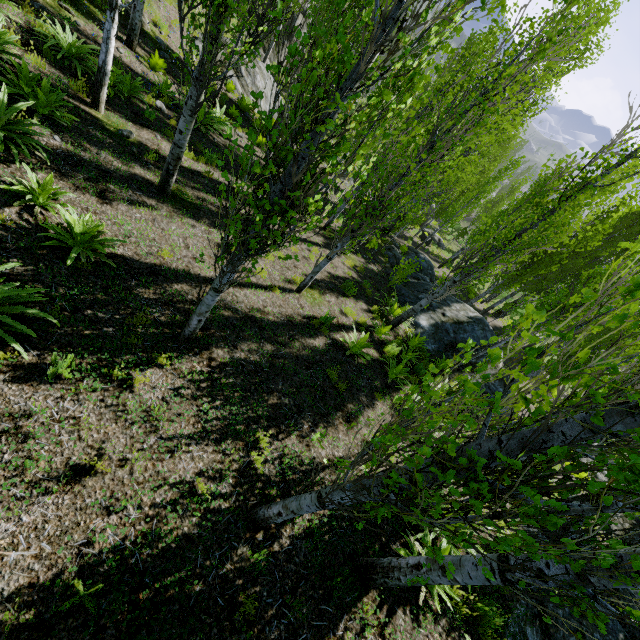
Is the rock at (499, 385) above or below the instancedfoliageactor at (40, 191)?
below

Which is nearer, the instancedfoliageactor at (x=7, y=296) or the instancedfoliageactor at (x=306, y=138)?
the instancedfoliageactor at (x=306, y=138)

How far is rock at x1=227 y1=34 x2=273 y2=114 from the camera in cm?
1662

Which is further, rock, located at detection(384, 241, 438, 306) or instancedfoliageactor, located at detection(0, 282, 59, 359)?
rock, located at detection(384, 241, 438, 306)

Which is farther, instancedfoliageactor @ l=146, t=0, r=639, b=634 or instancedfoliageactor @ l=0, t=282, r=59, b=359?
instancedfoliageactor @ l=0, t=282, r=59, b=359

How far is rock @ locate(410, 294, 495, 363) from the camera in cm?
1268

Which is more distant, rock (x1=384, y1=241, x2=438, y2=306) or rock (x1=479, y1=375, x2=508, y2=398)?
rock (x1=384, y1=241, x2=438, y2=306)

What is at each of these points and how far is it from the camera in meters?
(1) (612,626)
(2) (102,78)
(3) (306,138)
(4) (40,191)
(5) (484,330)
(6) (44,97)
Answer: (1) rock, 5.9
(2) instancedfoliageactor, 7.2
(3) instancedfoliageactor, 2.6
(4) instancedfoliageactor, 5.1
(5) rock, 14.1
(6) instancedfoliageactor, 6.2
